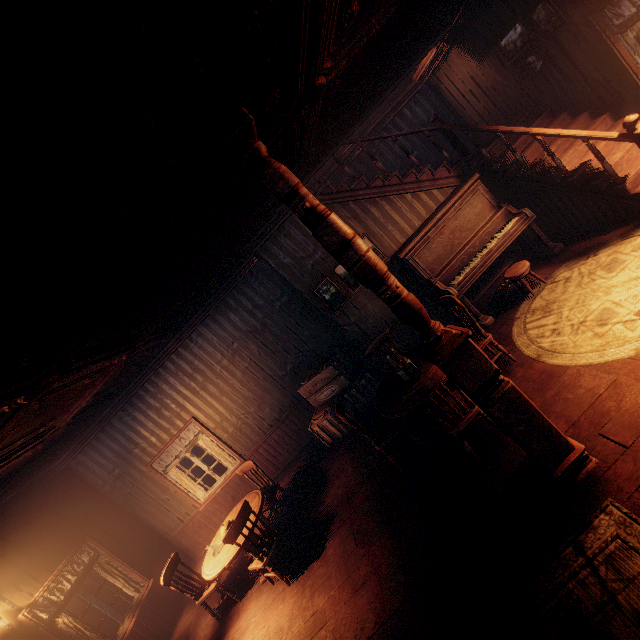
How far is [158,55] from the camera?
1.4 meters

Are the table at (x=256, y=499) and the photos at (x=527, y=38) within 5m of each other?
no

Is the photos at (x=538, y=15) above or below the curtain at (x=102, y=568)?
above

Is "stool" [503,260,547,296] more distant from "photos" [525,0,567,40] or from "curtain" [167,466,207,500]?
"curtain" [167,466,207,500]

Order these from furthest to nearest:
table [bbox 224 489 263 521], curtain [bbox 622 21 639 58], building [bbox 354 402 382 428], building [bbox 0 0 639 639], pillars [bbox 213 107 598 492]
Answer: building [bbox 354 402 382 428]
table [bbox 224 489 263 521]
curtain [bbox 622 21 639 58]
pillars [bbox 213 107 598 492]
building [bbox 0 0 639 639]

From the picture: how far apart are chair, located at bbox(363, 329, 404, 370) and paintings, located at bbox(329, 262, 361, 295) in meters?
1.0

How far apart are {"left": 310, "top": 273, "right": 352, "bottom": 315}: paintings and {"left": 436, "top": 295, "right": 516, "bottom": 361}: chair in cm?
180

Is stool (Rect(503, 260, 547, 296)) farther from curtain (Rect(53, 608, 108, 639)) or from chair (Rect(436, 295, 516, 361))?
curtain (Rect(53, 608, 108, 639))
